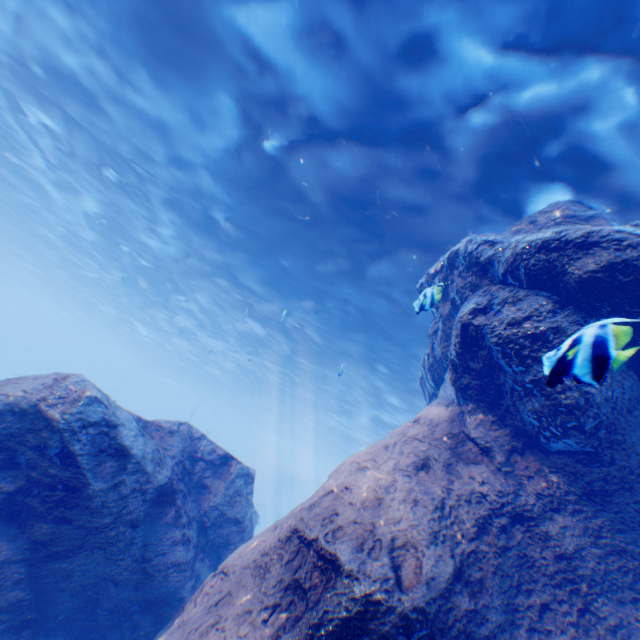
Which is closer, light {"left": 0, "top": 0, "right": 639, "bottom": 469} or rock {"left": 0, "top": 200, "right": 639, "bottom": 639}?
rock {"left": 0, "top": 200, "right": 639, "bottom": 639}

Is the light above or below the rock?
above

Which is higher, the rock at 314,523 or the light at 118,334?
the light at 118,334

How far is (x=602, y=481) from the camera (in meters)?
4.63

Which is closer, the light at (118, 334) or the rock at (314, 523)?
the rock at (314, 523)
